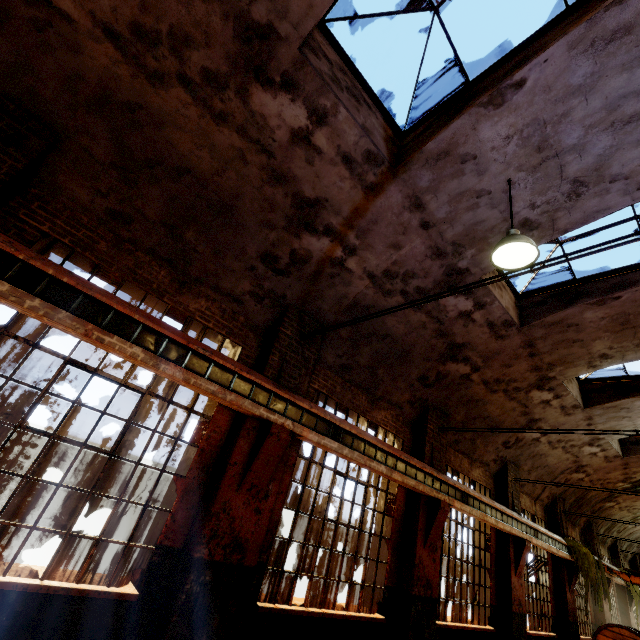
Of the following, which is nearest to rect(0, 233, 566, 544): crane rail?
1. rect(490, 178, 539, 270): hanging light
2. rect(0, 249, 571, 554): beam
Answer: rect(0, 249, 571, 554): beam

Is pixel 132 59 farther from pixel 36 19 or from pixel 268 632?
pixel 268 632

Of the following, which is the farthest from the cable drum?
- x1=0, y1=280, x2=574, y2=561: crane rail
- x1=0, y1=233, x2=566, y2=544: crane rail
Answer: x1=0, y1=233, x2=566, y2=544: crane rail

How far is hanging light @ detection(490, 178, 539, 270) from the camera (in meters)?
4.05

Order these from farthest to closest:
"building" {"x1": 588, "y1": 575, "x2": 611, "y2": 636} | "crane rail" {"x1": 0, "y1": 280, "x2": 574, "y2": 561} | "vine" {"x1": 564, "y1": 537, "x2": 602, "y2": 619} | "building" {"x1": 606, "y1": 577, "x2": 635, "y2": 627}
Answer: "building" {"x1": 606, "y1": 577, "x2": 635, "y2": 627} → "building" {"x1": 588, "y1": 575, "x2": 611, "y2": 636} → "vine" {"x1": 564, "y1": 537, "x2": 602, "y2": 619} → "crane rail" {"x1": 0, "y1": 280, "x2": 574, "y2": 561}

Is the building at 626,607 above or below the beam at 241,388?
below

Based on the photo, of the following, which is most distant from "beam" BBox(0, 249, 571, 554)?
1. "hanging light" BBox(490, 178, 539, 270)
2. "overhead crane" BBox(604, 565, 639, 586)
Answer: "overhead crane" BBox(604, 565, 639, 586)

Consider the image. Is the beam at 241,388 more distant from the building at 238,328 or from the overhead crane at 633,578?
the overhead crane at 633,578
